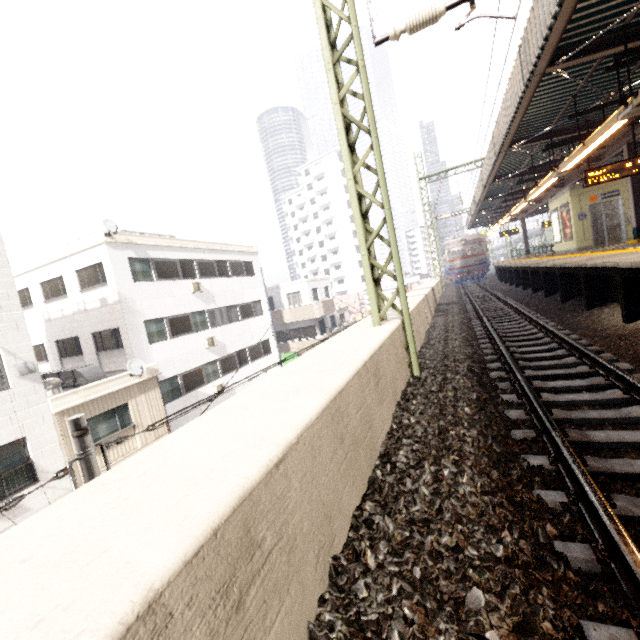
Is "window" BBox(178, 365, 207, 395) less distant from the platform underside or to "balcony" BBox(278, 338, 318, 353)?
"balcony" BBox(278, 338, 318, 353)

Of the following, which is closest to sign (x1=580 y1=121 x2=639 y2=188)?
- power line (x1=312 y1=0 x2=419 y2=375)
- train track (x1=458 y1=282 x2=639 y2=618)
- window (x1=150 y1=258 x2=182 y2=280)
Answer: train track (x1=458 y1=282 x2=639 y2=618)

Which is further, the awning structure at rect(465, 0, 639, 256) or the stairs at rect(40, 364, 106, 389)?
the stairs at rect(40, 364, 106, 389)

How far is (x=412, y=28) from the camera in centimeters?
462cm

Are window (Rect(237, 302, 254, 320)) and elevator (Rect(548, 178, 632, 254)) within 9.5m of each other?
no

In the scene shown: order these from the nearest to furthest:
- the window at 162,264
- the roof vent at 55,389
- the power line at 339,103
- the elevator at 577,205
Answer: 1. the power line at 339,103
2. the roof vent at 55,389
3. the elevator at 577,205
4. the window at 162,264

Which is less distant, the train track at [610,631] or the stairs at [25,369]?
the train track at [610,631]

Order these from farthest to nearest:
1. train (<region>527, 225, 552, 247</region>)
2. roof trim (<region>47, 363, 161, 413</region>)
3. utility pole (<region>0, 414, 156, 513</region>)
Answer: train (<region>527, 225, 552, 247</region>), roof trim (<region>47, 363, 161, 413</region>), utility pole (<region>0, 414, 156, 513</region>)
